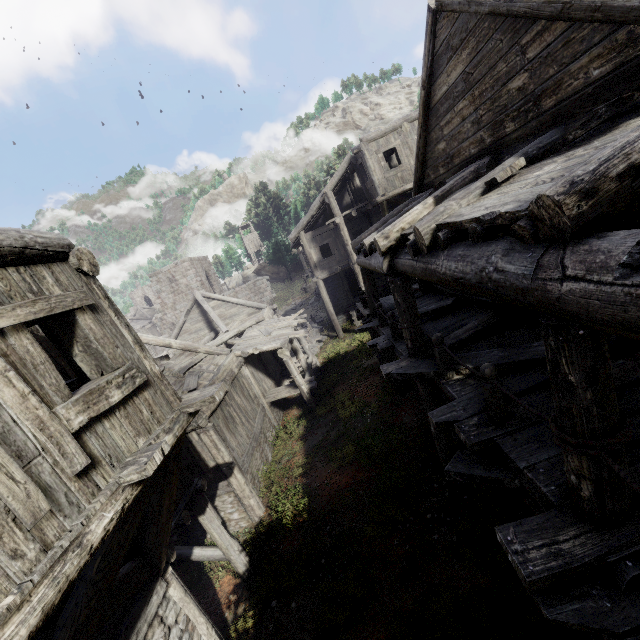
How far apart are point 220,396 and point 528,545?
4.1 meters
